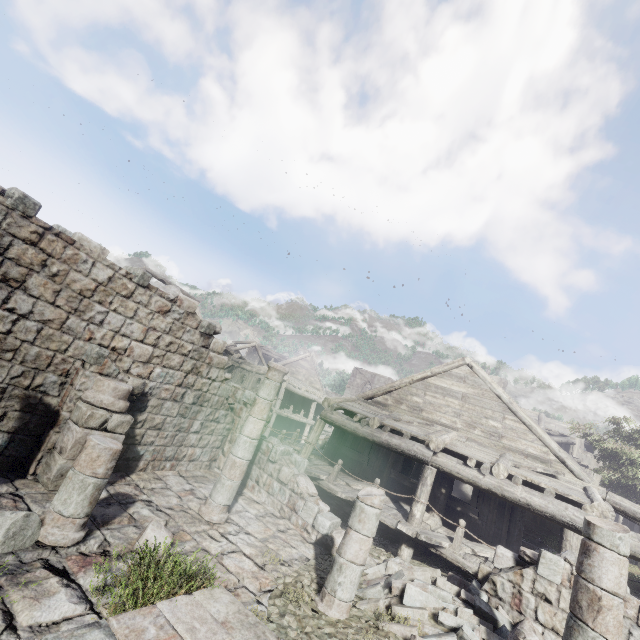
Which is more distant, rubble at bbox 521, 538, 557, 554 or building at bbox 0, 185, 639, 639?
rubble at bbox 521, 538, 557, 554

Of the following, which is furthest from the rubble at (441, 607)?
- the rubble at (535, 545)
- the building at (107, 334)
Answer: the rubble at (535, 545)

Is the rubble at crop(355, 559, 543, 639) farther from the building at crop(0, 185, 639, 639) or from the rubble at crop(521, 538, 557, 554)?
the rubble at crop(521, 538, 557, 554)

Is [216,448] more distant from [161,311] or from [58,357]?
[58,357]

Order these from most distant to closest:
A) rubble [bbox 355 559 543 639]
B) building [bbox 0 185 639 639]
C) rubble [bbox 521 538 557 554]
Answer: rubble [bbox 521 538 557 554], rubble [bbox 355 559 543 639], building [bbox 0 185 639 639]

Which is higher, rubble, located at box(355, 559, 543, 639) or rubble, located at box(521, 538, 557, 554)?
rubble, located at box(521, 538, 557, 554)

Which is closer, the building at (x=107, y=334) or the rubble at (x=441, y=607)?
the building at (x=107, y=334)
